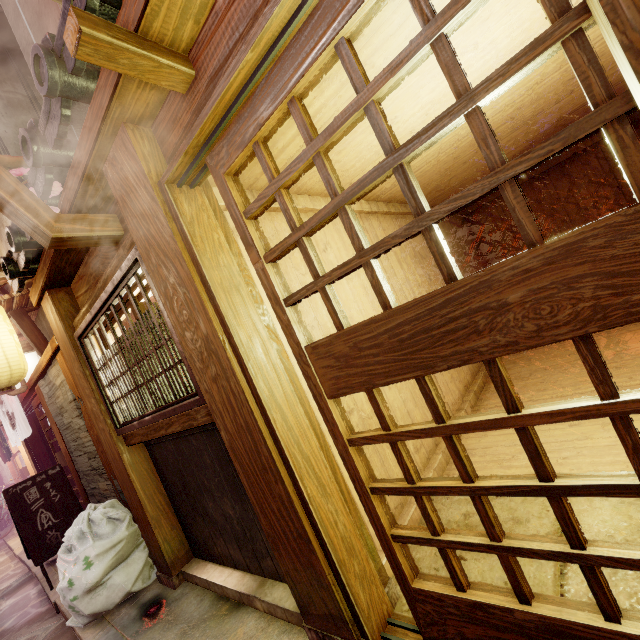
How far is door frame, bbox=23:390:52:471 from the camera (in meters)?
12.47

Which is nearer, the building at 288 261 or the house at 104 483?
the building at 288 261

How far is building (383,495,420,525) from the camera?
4.5m

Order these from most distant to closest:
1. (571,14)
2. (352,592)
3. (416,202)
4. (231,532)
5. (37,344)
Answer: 1. (37,344)
2. (231,532)
3. (352,592)
4. (416,202)
5. (571,14)

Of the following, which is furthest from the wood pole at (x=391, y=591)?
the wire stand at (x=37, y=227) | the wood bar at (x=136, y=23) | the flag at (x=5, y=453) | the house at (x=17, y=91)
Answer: the flag at (x=5, y=453)

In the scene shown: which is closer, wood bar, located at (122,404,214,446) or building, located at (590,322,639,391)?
wood bar, located at (122,404,214,446)

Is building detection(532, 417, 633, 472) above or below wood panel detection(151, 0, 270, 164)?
below

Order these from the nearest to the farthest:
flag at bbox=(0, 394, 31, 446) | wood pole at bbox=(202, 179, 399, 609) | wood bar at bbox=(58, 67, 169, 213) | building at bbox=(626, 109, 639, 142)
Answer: wood bar at bbox=(58, 67, 169, 213) < wood pole at bbox=(202, 179, 399, 609) < flag at bbox=(0, 394, 31, 446) < building at bbox=(626, 109, 639, 142)
